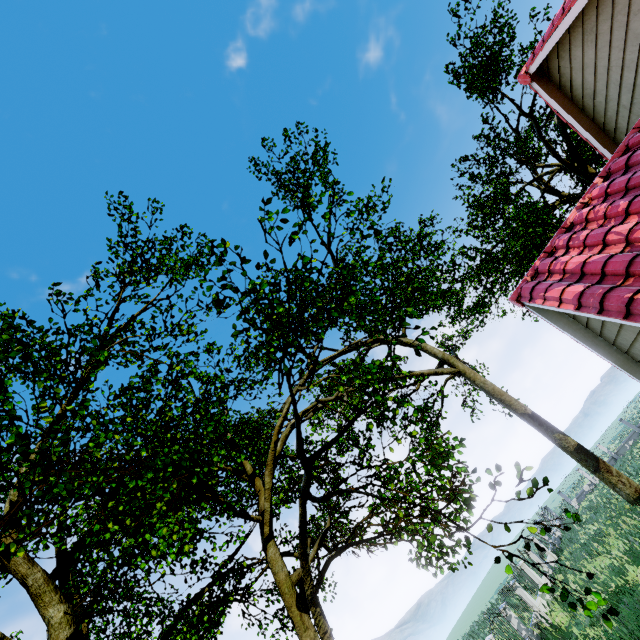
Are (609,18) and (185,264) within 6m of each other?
no

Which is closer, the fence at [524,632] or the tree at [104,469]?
the tree at [104,469]

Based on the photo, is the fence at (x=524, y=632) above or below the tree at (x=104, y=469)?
below

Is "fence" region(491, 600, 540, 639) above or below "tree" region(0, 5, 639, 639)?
below

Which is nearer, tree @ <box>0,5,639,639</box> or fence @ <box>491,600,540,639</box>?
tree @ <box>0,5,639,639</box>
